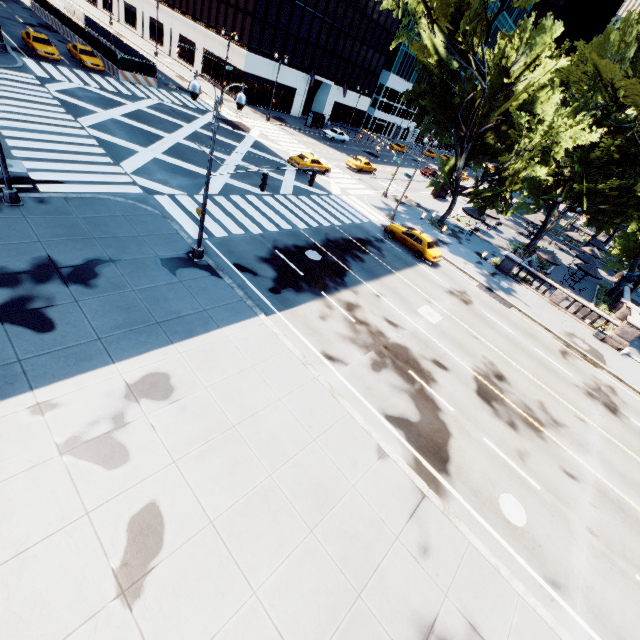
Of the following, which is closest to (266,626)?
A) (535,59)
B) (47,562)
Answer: (47,562)

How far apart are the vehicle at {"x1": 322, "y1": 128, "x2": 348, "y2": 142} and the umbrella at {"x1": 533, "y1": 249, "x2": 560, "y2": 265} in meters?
33.5

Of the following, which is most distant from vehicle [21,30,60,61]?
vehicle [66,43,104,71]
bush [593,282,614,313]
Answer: bush [593,282,614,313]

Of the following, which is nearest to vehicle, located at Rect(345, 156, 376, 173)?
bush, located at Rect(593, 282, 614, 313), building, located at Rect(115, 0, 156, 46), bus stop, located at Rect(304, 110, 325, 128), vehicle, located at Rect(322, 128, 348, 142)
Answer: vehicle, located at Rect(322, 128, 348, 142)

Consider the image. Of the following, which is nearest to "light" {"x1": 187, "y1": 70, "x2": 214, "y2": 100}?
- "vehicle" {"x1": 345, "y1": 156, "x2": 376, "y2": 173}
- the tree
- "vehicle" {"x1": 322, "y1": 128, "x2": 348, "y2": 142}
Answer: the tree

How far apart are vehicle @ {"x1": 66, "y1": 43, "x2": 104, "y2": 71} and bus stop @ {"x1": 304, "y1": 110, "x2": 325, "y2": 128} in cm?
2667

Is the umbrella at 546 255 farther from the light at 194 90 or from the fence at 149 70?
the fence at 149 70

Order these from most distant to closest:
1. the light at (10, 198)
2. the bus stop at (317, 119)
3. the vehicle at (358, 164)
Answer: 1. the bus stop at (317, 119)
2. the vehicle at (358, 164)
3. the light at (10, 198)
